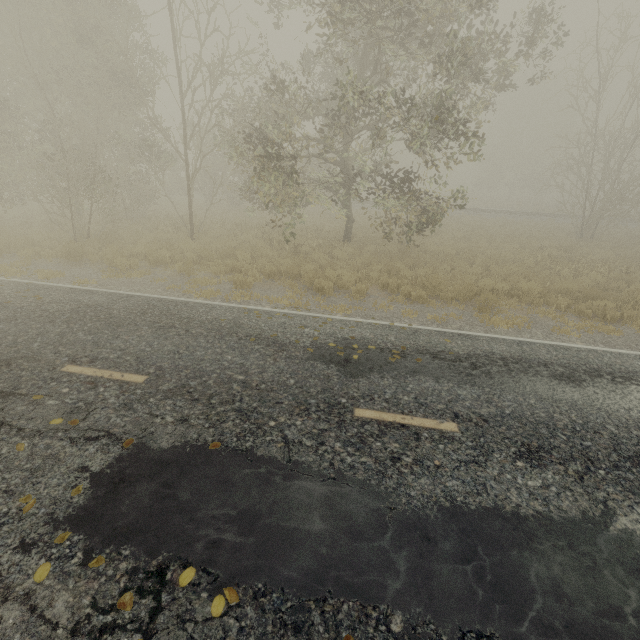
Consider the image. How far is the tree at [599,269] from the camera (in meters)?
12.40

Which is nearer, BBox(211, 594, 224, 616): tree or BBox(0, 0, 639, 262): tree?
BBox(211, 594, 224, 616): tree

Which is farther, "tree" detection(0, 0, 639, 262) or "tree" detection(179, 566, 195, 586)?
"tree" detection(0, 0, 639, 262)

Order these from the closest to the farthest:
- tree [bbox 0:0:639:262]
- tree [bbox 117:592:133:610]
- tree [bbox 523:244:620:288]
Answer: tree [bbox 117:592:133:610]
tree [bbox 0:0:639:262]
tree [bbox 523:244:620:288]

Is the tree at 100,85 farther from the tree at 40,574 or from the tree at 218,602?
the tree at 218,602

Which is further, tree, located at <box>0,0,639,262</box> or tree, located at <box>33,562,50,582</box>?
tree, located at <box>0,0,639,262</box>

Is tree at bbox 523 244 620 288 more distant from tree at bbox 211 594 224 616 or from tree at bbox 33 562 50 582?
tree at bbox 211 594 224 616

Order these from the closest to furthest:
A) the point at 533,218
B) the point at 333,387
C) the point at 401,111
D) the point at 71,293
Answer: the point at 333,387
the point at 71,293
the point at 401,111
the point at 533,218
